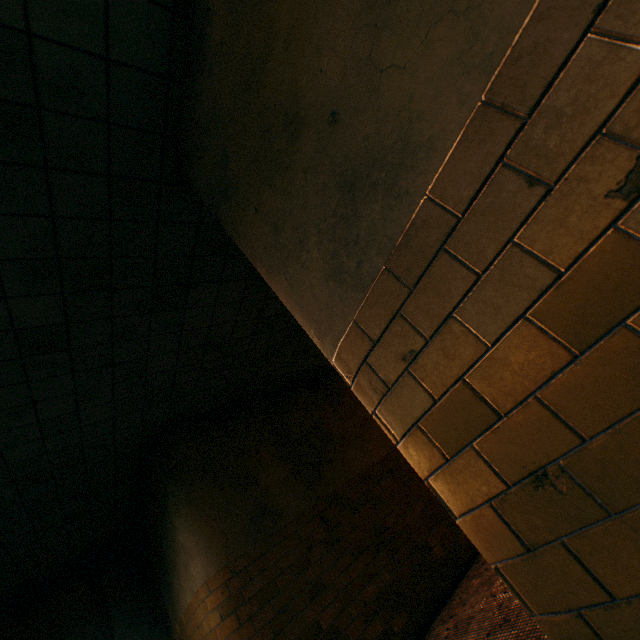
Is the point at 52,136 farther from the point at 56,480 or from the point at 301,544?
the point at 301,544
